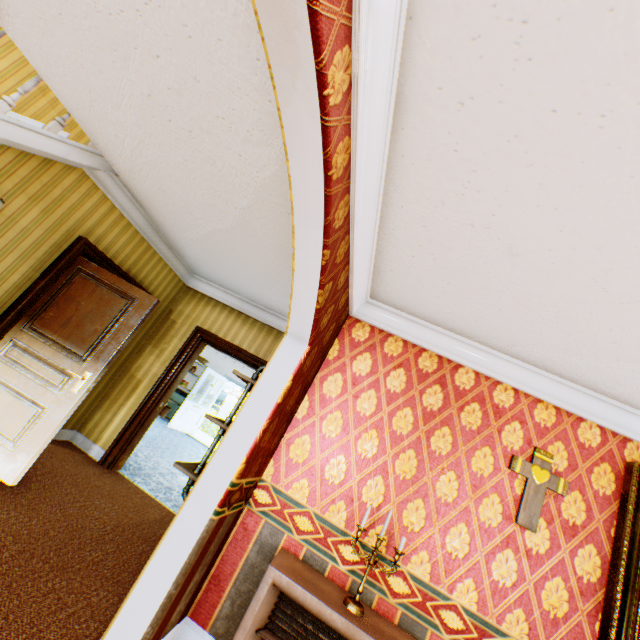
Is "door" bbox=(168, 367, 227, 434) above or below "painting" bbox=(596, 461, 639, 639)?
below

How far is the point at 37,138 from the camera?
3.04m

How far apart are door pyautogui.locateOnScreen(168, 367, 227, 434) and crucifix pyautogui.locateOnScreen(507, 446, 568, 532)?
9.5m

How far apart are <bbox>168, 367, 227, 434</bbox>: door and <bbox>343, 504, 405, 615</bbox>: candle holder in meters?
9.1 m

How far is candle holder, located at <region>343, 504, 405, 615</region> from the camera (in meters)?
2.16

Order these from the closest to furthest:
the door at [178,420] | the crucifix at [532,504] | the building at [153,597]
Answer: the building at [153,597] → the crucifix at [532,504] → the door at [178,420]

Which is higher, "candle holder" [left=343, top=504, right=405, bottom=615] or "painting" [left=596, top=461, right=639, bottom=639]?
"painting" [left=596, top=461, right=639, bottom=639]

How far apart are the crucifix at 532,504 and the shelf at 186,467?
2.1 meters
